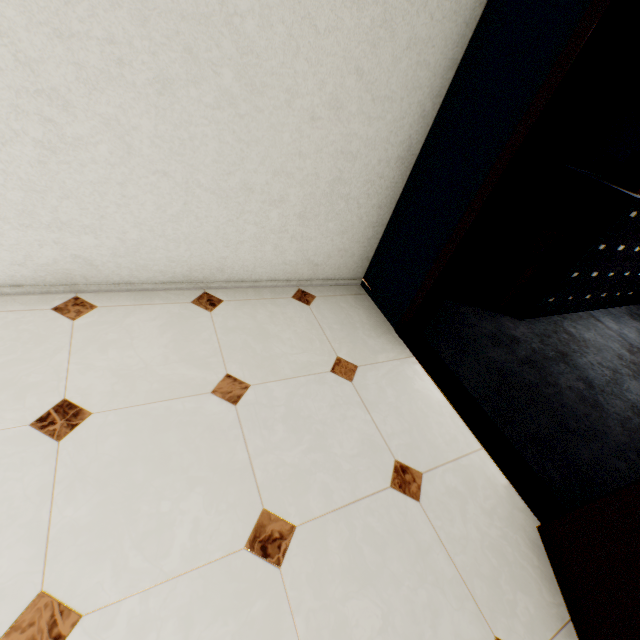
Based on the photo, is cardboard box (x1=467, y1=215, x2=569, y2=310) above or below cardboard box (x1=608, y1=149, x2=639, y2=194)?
below

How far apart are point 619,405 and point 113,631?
3.65m

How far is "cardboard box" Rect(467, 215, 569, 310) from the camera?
2.9 meters

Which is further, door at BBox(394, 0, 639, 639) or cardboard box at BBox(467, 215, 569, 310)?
cardboard box at BBox(467, 215, 569, 310)

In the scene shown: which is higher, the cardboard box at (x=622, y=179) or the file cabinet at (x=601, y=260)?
the cardboard box at (x=622, y=179)

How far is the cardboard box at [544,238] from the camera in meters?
2.9

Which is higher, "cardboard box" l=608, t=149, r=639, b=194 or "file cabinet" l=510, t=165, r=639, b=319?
"cardboard box" l=608, t=149, r=639, b=194

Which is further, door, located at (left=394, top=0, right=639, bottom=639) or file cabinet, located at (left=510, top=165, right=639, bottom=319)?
file cabinet, located at (left=510, top=165, right=639, bottom=319)
